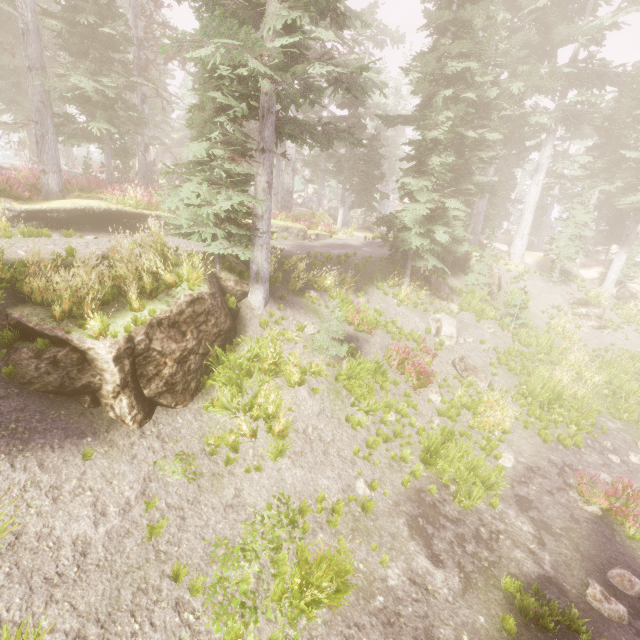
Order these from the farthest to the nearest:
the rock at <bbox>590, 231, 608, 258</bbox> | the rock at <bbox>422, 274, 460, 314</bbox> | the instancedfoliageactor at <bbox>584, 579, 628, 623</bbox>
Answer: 1. the rock at <bbox>590, 231, 608, 258</bbox>
2. the rock at <bbox>422, 274, 460, 314</bbox>
3. the instancedfoliageactor at <bbox>584, 579, 628, 623</bbox>

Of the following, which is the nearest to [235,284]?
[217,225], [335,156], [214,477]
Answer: [217,225]

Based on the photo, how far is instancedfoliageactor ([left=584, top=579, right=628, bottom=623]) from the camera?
6.5m

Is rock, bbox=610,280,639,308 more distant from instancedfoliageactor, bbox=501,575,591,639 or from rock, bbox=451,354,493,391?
rock, bbox=451,354,493,391

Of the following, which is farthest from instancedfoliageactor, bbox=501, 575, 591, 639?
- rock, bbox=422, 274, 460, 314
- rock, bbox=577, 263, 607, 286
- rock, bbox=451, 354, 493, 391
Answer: rock, bbox=451, 354, 493, 391

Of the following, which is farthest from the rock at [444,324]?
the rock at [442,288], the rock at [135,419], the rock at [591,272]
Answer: the rock at [591,272]

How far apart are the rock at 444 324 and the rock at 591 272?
18.3m

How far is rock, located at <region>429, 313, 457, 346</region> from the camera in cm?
1611
